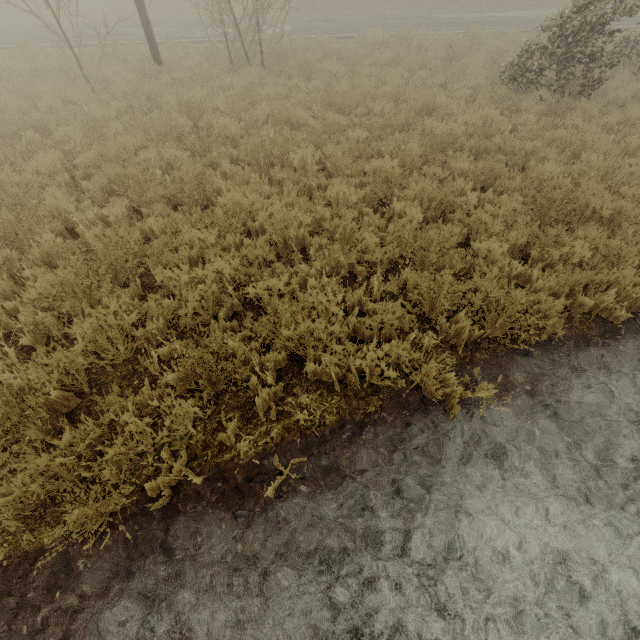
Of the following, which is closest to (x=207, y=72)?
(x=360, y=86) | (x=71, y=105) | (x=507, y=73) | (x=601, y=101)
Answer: (x=71, y=105)
